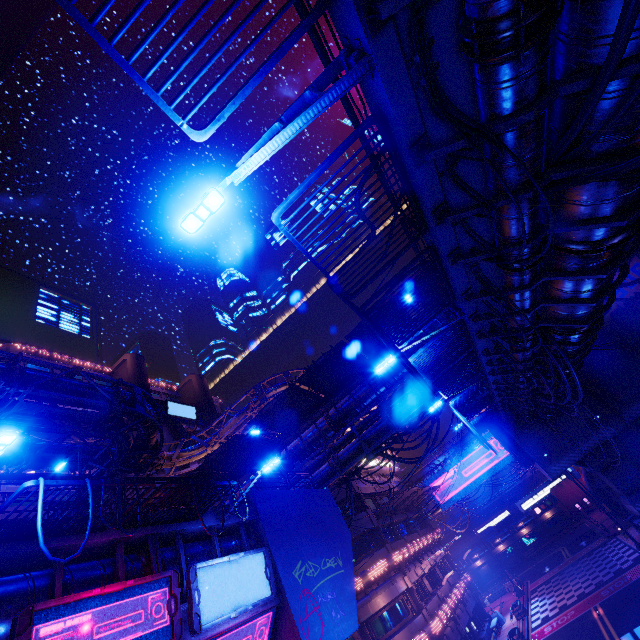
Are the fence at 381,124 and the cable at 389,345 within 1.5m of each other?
yes

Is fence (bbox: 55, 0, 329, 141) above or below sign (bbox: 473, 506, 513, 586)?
above

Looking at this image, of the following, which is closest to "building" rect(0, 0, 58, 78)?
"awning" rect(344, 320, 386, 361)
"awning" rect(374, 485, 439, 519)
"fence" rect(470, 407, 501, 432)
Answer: "awning" rect(344, 320, 386, 361)

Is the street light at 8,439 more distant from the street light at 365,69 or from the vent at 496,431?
the vent at 496,431

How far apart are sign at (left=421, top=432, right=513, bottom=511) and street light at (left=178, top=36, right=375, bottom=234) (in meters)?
49.51

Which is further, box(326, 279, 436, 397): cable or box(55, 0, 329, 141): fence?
box(326, 279, 436, 397): cable

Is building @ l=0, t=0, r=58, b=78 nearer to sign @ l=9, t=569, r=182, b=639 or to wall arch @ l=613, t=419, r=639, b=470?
sign @ l=9, t=569, r=182, b=639

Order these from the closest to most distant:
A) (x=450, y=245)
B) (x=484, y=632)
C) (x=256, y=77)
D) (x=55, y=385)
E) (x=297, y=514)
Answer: (x=256, y=77) → (x=450, y=245) → (x=297, y=514) → (x=55, y=385) → (x=484, y=632)
